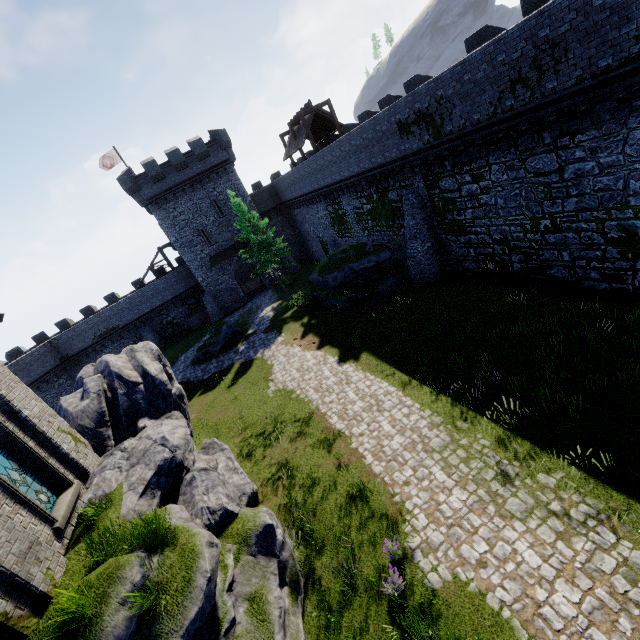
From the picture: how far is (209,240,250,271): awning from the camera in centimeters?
3591cm

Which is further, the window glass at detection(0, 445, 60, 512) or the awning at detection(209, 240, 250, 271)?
the awning at detection(209, 240, 250, 271)

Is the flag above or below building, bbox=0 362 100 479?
above

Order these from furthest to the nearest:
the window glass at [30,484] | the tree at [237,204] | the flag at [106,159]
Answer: the flag at [106,159] < the tree at [237,204] < the window glass at [30,484]

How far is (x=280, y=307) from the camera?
29.9 meters

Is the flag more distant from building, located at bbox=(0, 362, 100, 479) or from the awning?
building, located at bbox=(0, 362, 100, 479)

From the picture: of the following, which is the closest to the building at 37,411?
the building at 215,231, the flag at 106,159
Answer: the building at 215,231

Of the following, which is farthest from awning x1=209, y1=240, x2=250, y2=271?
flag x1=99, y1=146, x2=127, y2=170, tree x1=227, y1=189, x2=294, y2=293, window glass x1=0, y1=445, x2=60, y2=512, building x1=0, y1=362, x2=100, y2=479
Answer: window glass x1=0, y1=445, x2=60, y2=512
